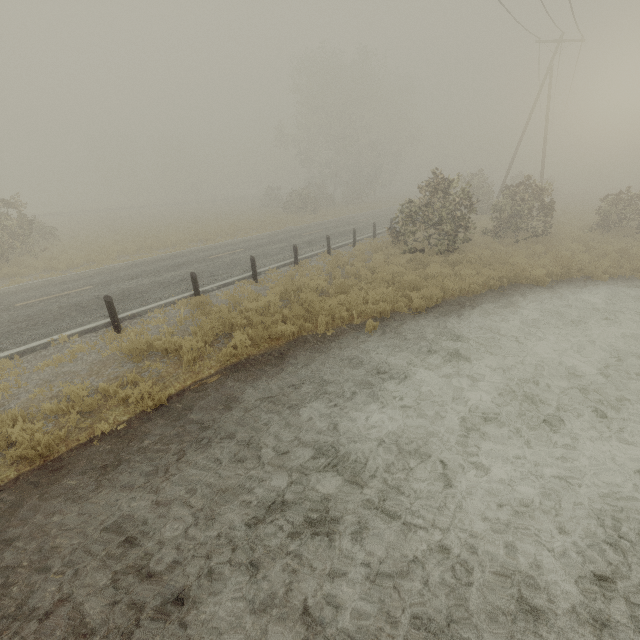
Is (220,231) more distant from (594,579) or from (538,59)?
(538,59)

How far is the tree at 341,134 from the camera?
37.1m

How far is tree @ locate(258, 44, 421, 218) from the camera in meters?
37.1
